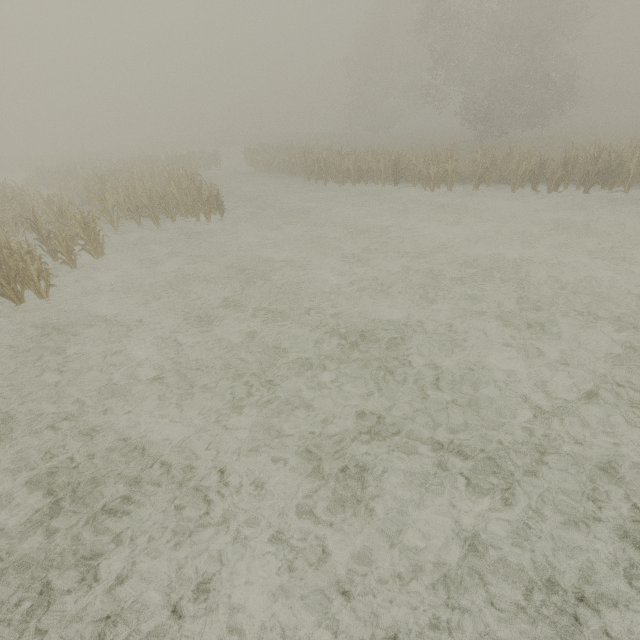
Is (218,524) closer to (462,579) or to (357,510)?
(357,510)
